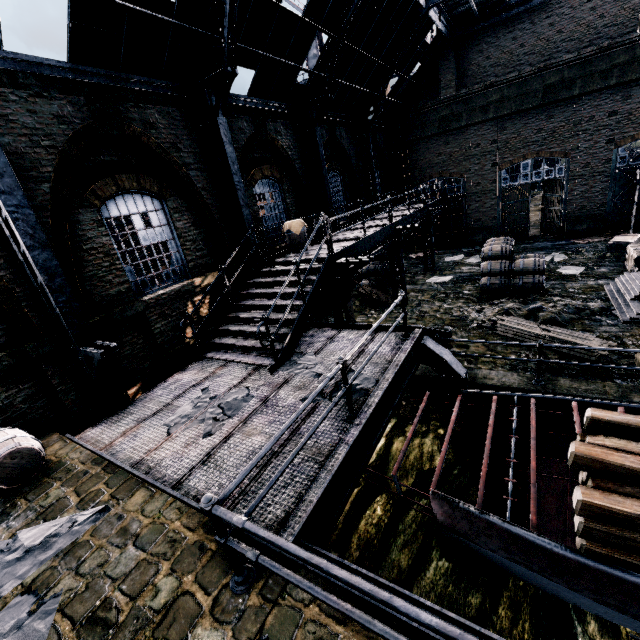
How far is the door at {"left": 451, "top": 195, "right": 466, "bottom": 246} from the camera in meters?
24.0 m

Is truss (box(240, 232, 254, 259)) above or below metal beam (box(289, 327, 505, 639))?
above

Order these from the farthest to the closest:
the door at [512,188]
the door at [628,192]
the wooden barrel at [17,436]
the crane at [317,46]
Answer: the crane at [317,46] < the door at [512,188] < the door at [628,192] < the wooden barrel at [17,436]

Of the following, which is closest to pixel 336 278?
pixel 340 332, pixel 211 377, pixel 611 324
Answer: pixel 340 332

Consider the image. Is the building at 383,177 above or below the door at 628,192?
above

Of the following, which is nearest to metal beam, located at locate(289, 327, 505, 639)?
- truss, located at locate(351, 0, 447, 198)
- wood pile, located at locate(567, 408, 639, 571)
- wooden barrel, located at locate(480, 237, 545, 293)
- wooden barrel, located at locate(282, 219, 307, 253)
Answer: wood pile, located at locate(567, 408, 639, 571)

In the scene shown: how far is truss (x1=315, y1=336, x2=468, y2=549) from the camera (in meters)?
4.70

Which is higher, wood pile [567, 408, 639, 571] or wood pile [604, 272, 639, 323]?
wood pile [567, 408, 639, 571]
